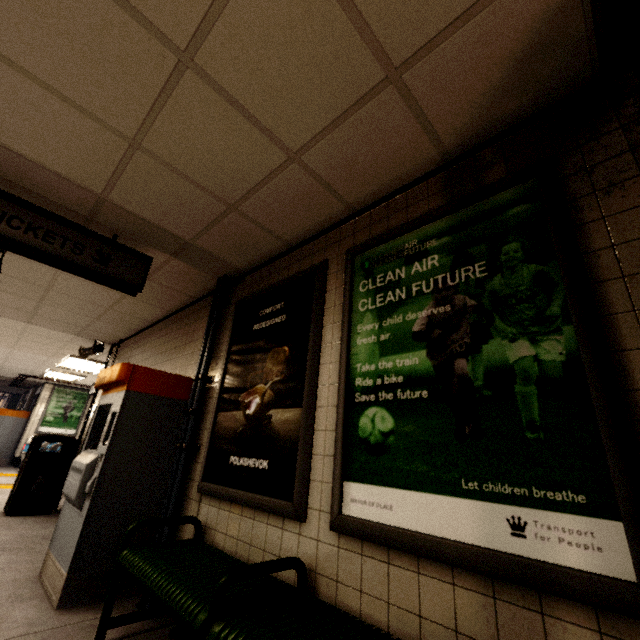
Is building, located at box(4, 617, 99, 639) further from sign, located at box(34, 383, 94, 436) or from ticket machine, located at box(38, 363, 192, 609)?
sign, located at box(34, 383, 94, 436)

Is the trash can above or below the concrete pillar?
below

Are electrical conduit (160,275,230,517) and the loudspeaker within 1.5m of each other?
no

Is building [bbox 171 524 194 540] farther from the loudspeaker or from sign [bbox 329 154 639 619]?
the loudspeaker

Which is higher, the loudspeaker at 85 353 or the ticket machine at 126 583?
the loudspeaker at 85 353

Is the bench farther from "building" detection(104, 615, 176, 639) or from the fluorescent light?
the fluorescent light

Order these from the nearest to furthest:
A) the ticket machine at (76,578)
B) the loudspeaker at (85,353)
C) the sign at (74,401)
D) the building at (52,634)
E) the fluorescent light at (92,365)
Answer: the building at (52,634), the ticket machine at (76,578), the loudspeaker at (85,353), the fluorescent light at (92,365), the sign at (74,401)

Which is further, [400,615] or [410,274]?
[410,274]
